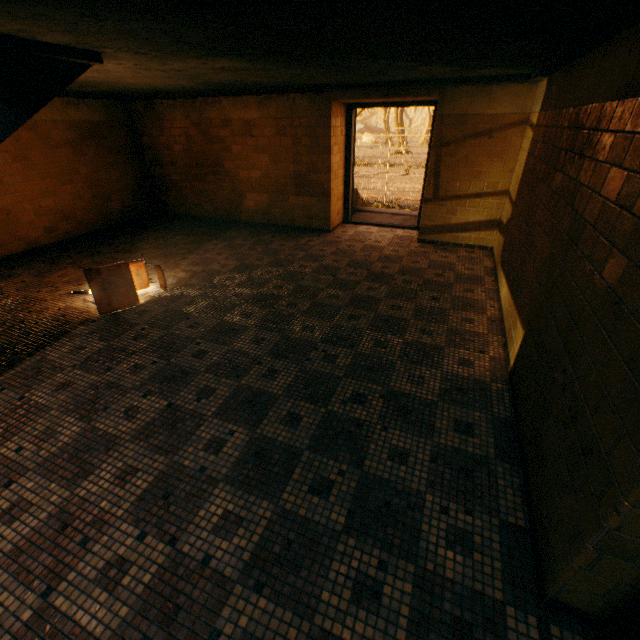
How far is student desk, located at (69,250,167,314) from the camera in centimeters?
361cm

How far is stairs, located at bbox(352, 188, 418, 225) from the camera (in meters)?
7.45

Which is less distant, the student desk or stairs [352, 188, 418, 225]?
the student desk

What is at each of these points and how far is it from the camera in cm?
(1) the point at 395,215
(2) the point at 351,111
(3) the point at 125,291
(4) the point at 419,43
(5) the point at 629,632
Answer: (1) stairs, 791
(2) door, 603
(3) student desk, 384
(4) stairs, 239
(5) door, 116

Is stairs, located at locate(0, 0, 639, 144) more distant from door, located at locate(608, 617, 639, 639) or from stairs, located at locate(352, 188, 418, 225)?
stairs, located at locate(352, 188, 418, 225)

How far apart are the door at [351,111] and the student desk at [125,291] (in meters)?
4.16

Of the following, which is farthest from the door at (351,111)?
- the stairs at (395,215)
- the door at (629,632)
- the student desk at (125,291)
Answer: the door at (629,632)

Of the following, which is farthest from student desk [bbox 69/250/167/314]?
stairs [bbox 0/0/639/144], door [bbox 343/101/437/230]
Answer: door [bbox 343/101/437/230]
